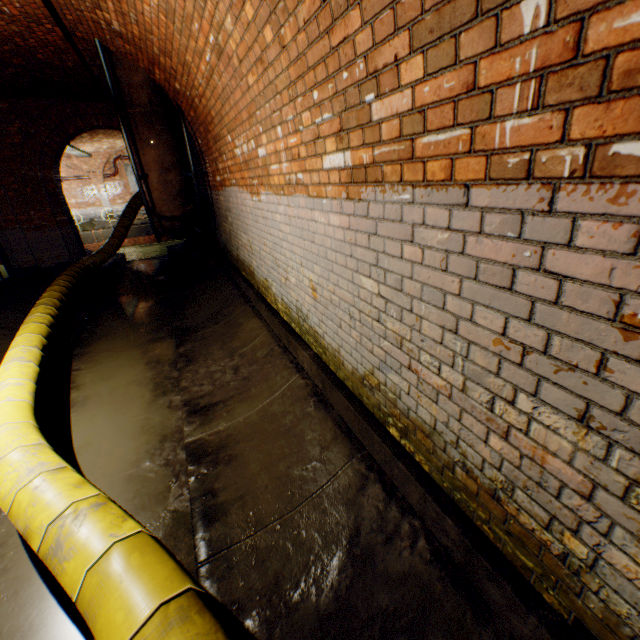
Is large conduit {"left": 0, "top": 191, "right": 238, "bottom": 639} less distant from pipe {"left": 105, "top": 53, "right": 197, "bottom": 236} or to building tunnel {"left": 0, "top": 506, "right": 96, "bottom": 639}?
building tunnel {"left": 0, "top": 506, "right": 96, "bottom": 639}

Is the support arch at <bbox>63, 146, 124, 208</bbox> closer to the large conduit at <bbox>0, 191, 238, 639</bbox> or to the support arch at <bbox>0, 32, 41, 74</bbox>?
the large conduit at <bbox>0, 191, 238, 639</bbox>

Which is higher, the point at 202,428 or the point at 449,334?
the point at 449,334

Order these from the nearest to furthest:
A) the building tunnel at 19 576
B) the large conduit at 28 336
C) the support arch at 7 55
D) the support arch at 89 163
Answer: the large conduit at 28 336 → the building tunnel at 19 576 → the support arch at 7 55 → the support arch at 89 163

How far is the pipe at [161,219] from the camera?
5.8m

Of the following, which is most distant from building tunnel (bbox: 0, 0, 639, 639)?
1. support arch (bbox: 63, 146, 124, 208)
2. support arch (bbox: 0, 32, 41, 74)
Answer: support arch (bbox: 63, 146, 124, 208)

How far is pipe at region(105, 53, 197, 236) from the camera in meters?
5.8 m

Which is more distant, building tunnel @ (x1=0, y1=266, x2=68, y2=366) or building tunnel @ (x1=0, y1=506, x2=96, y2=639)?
building tunnel @ (x1=0, y1=266, x2=68, y2=366)
